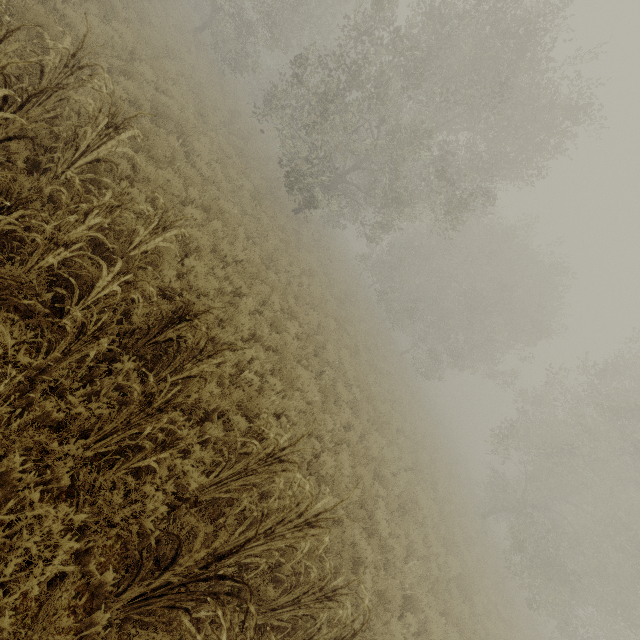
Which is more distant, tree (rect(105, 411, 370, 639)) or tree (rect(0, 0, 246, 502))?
tree (rect(0, 0, 246, 502))

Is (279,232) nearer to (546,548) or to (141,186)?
(141,186)

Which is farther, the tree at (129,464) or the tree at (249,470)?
the tree at (129,464)
